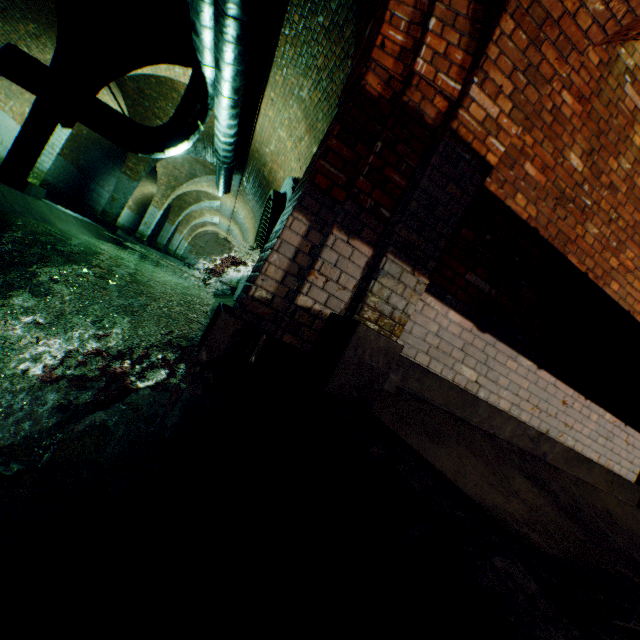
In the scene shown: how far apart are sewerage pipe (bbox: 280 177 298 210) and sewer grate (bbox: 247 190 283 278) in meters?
0.0

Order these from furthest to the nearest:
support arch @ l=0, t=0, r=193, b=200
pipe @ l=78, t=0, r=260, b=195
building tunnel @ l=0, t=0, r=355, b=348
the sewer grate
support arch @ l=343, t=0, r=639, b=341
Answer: the sewer grate
support arch @ l=0, t=0, r=193, b=200
pipe @ l=78, t=0, r=260, b=195
building tunnel @ l=0, t=0, r=355, b=348
support arch @ l=343, t=0, r=639, b=341

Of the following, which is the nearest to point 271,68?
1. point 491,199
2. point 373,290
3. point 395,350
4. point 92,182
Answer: point 491,199

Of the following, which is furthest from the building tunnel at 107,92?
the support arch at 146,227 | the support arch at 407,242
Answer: the support arch at 407,242

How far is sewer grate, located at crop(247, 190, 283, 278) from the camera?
7.1m

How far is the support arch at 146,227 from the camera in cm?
1046

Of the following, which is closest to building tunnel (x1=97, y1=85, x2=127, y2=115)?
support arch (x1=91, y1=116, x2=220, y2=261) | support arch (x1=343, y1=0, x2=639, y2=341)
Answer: support arch (x1=91, y1=116, x2=220, y2=261)

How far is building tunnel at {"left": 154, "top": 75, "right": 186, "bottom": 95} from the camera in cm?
848
